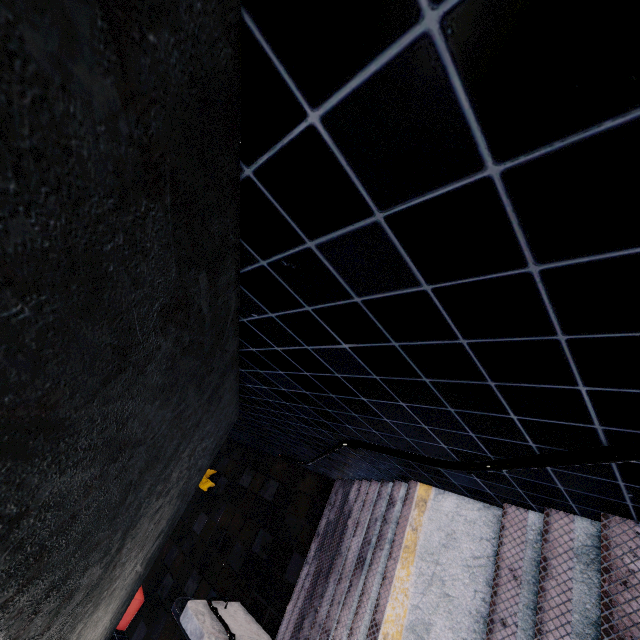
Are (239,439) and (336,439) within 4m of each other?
no
